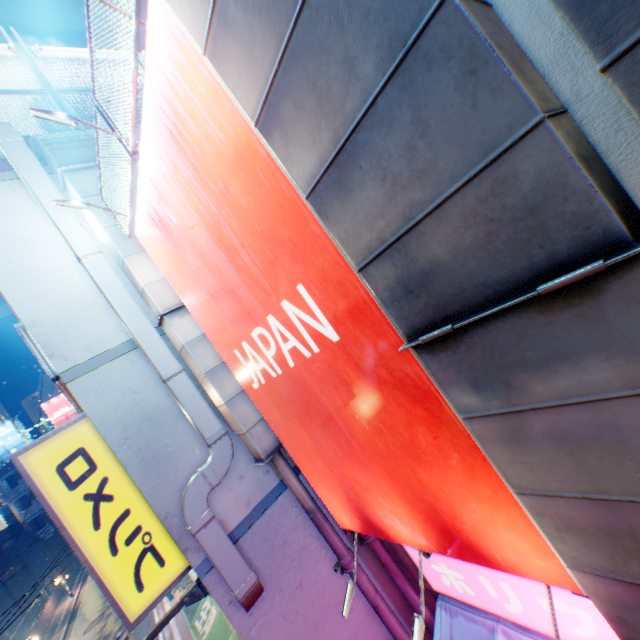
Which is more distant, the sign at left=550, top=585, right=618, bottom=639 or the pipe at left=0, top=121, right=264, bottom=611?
the pipe at left=0, top=121, right=264, bottom=611

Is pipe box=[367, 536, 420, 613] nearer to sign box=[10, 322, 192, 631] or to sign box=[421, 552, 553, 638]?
sign box=[421, 552, 553, 638]

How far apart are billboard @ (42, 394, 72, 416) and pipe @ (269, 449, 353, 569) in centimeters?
5331cm

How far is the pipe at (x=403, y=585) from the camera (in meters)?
4.91

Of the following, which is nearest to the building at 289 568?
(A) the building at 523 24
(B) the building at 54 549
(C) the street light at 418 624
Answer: (C) the street light at 418 624

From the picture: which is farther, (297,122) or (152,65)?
(152,65)

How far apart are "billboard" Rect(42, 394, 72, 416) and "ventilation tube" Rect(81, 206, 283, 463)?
52.3m

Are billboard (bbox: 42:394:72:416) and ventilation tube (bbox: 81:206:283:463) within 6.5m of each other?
no
